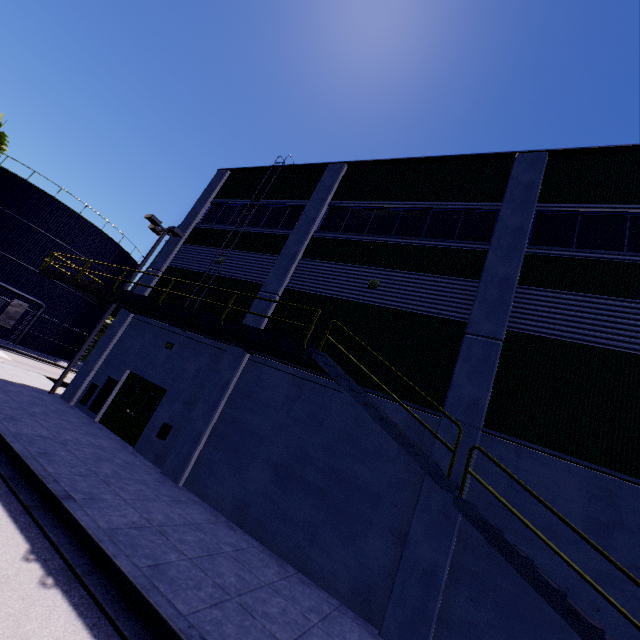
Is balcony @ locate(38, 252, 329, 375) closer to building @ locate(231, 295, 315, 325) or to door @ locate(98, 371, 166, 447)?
building @ locate(231, 295, 315, 325)

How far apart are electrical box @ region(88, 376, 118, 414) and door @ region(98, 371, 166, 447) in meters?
0.1

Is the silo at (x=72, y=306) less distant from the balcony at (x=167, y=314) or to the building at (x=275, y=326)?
the building at (x=275, y=326)

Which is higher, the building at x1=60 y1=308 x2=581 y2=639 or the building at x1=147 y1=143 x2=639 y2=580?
the building at x1=147 y1=143 x2=639 y2=580

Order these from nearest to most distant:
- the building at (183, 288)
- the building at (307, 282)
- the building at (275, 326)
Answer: the building at (307, 282), the building at (275, 326), the building at (183, 288)

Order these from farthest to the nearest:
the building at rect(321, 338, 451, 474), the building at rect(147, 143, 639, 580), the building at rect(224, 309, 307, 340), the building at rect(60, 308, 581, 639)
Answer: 1. the building at rect(224, 309, 307, 340)
2. the building at rect(321, 338, 451, 474)
3. the building at rect(147, 143, 639, 580)
4. the building at rect(60, 308, 581, 639)

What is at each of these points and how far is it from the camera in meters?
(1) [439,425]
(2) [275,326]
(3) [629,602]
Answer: (1) building, 8.4 m
(2) building, 12.3 m
(3) building, 6.0 m

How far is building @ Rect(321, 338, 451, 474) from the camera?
8.1 meters
